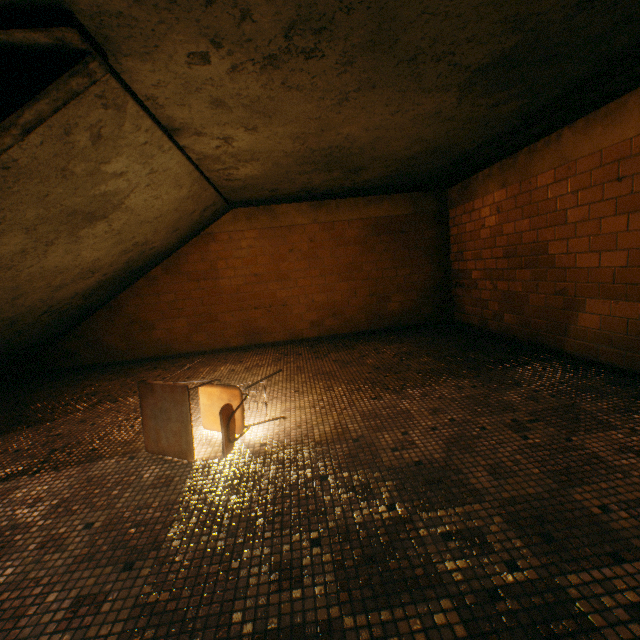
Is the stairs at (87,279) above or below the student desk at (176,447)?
above

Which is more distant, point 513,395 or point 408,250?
point 408,250

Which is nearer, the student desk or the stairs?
the stairs

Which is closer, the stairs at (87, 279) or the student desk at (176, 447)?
the stairs at (87, 279)

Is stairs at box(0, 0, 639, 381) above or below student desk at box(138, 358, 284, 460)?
above

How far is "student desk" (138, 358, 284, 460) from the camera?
2.2 meters
